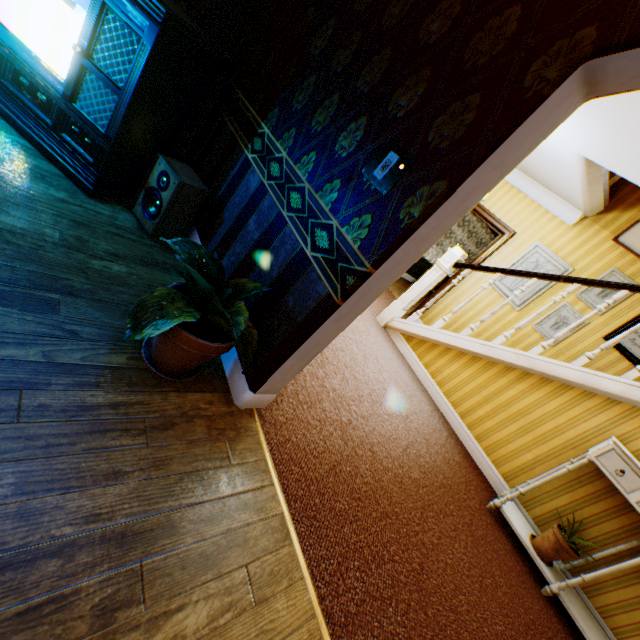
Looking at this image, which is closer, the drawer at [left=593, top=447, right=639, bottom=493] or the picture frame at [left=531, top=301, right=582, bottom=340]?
the drawer at [left=593, top=447, right=639, bottom=493]

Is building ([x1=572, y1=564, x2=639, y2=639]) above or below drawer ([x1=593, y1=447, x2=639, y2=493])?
below

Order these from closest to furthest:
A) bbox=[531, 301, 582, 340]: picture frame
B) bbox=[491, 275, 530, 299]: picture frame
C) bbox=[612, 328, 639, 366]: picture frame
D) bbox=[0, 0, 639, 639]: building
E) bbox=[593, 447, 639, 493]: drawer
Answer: bbox=[0, 0, 639, 639]: building → bbox=[593, 447, 639, 493]: drawer → bbox=[612, 328, 639, 366]: picture frame → bbox=[531, 301, 582, 340]: picture frame → bbox=[491, 275, 530, 299]: picture frame

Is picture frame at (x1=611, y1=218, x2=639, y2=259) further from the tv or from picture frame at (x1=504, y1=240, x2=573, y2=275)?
the tv

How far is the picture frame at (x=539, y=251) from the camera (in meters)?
5.12

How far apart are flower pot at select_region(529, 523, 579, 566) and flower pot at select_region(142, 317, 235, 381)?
3.6m

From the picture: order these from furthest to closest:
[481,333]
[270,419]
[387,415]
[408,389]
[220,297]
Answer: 1. [481,333]
2. [408,389]
3. [387,415]
4. [270,419]
5. [220,297]

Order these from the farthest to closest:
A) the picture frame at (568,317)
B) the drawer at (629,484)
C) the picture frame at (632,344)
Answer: the picture frame at (568,317) → the picture frame at (632,344) → the drawer at (629,484)
